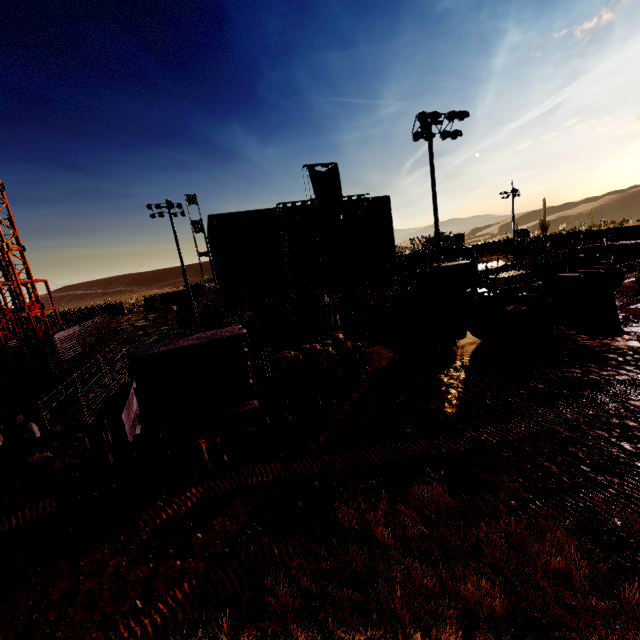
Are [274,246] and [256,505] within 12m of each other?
no

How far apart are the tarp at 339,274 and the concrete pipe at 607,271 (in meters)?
23.34

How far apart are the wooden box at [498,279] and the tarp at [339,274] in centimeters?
2355cm

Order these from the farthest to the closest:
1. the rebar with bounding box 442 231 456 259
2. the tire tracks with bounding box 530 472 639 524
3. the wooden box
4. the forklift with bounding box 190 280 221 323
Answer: the rebar with bounding box 442 231 456 259
the forklift with bounding box 190 280 221 323
the wooden box
the tire tracks with bounding box 530 472 639 524

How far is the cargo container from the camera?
54.86m

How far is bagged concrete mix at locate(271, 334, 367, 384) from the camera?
13.48m

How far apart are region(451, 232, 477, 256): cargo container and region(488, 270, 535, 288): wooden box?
39.5 meters

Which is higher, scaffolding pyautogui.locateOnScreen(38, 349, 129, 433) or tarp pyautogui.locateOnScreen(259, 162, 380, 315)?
tarp pyautogui.locateOnScreen(259, 162, 380, 315)
